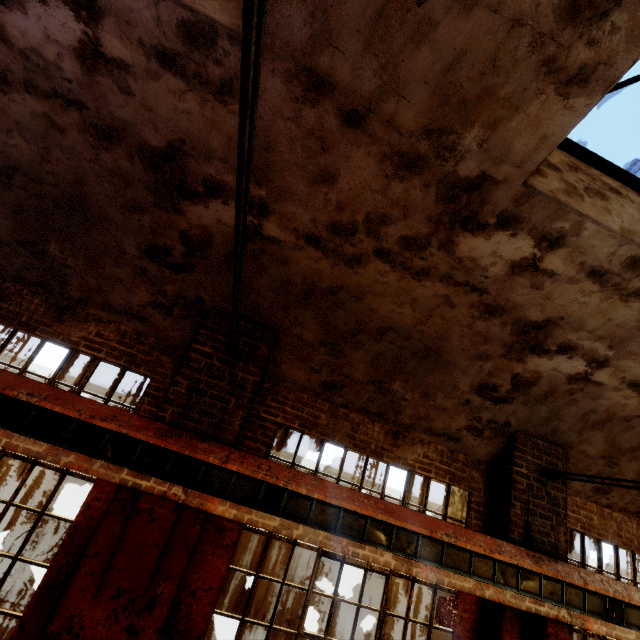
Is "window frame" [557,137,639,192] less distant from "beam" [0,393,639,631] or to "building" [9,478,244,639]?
"building" [9,478,244,639]

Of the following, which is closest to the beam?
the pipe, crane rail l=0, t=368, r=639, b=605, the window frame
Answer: crane rail l=0, t=368, r=639, b=605

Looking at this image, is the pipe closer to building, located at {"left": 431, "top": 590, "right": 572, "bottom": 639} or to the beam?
building, located at {"left": 431, "top": 590, "right": 572, "bottom": 639}

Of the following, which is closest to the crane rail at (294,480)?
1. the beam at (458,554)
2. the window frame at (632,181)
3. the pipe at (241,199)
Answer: the beam at (458,554)

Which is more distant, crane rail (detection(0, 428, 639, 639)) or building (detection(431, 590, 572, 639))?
building (detection(431, 590, 572, 639))

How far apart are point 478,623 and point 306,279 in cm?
525

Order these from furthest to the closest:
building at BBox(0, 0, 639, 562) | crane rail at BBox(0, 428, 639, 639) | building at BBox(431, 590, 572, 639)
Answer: building at BBox(431, 590, 572, 639) → crane rail at BBox(0, 428, 639, 639) → building at BBox(0, 0, 639, 562)

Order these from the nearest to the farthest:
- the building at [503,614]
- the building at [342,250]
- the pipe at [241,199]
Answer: the pipe at [241,199], the building at [342,250], the building at [503,614]
